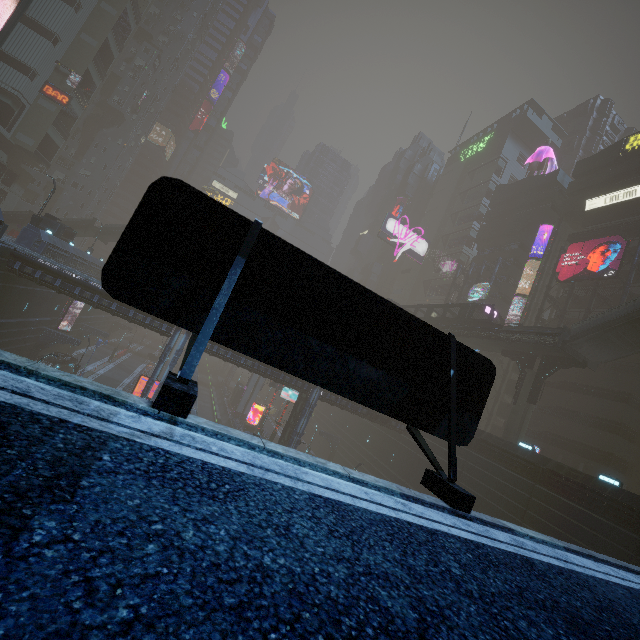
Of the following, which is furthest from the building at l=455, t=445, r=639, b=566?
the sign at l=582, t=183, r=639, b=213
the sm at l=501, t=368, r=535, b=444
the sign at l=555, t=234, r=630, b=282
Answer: the sign at l=555, t=234, r=630, b=282

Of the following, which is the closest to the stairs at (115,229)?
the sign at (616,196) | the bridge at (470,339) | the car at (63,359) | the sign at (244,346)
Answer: the car at (63,359)

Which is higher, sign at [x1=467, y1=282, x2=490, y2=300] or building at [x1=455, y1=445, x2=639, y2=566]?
sign at [x1=467, y1=282, x2=490, y2=300]

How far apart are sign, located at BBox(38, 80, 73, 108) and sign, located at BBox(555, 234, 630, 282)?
71.12m

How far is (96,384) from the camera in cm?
336

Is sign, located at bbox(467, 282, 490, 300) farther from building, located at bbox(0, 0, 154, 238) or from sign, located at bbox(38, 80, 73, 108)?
sign, located at bbox(38, 80, 73, 108)

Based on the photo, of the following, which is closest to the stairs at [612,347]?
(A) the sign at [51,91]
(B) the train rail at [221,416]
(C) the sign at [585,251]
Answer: (C) the sign at [585,251]

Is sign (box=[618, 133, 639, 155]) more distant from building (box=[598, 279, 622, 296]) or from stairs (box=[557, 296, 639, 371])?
stairs (box=[557, 296, 639, 371])
